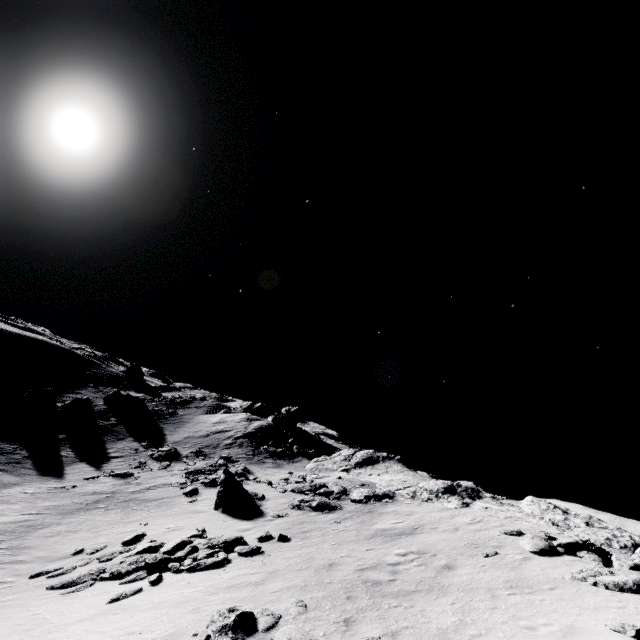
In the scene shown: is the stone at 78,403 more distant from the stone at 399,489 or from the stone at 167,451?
the stone at 399,489

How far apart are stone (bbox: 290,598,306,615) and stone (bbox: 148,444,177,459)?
27.4m

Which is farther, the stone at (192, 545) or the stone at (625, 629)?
the stone at (192, 545)

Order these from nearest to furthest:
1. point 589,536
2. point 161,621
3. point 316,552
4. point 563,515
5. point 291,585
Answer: point 161,621, point 291,585, point 316,552, point 589,536, point 563,515

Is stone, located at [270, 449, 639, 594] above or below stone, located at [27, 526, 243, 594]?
above

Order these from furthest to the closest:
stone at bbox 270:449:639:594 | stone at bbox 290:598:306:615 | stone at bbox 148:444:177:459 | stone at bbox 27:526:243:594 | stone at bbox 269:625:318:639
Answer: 1. stone at bbox 148:444:177:459
2. stone at bbox 27:526:243:594
3. stone at bbox 270:449:639:594
4. stone at bbox 290:598:306:615
5. stone at bbox 269:625:318:639

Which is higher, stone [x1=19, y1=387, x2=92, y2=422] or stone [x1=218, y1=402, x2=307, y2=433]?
stone [x1=218, y1=402, x2=307, y2=433]

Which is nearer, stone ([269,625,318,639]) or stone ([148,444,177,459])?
stone ([269,625,318,639])
